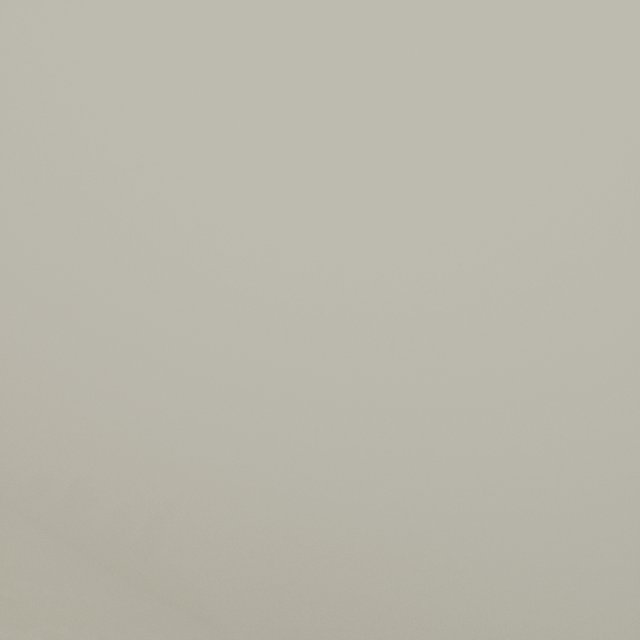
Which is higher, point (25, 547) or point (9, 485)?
point (9, 485)
